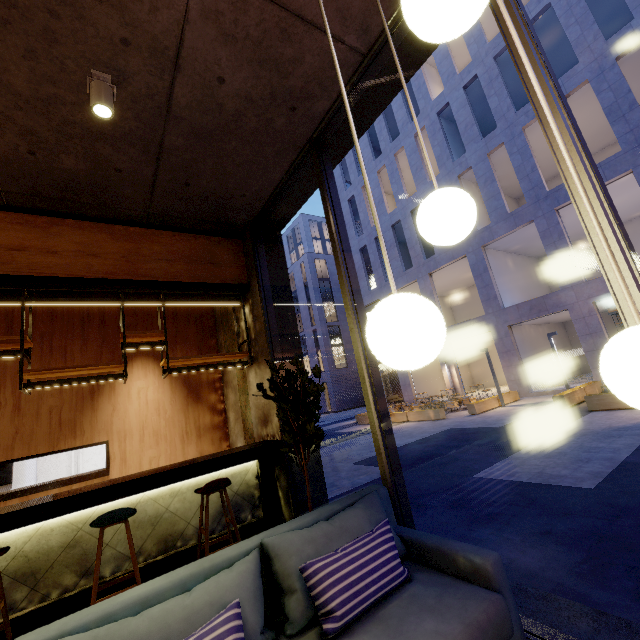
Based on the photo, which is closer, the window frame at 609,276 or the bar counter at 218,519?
the window frame at 609,276

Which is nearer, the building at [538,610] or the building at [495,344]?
the building at [538,610]

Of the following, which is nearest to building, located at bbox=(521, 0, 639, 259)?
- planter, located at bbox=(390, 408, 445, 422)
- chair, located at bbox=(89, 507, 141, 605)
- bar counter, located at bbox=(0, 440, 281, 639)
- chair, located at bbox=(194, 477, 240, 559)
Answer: planter, located at bbox=(390, 408, 445, 422)

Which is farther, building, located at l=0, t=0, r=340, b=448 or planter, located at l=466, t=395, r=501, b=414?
planter, located at l=466, t=395, r=501, b=414

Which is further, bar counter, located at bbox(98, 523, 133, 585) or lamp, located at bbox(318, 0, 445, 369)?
bar counter, located at bbox(98, 523, 133, 585)

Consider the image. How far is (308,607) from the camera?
1.8m

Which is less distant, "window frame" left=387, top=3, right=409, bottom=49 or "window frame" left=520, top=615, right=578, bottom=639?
"window frame" left=520, top=615, right=578, bottom=639

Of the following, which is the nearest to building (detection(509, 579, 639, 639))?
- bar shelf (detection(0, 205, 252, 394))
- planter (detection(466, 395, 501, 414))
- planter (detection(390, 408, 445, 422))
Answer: bar shelf (detection(0, 205, 252, 394))
